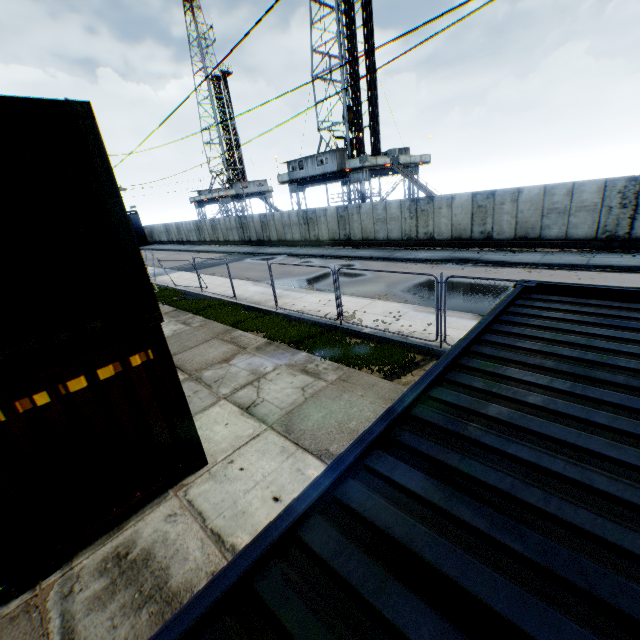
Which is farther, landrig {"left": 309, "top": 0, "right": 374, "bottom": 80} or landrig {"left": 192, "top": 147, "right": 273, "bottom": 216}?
landrig {"left": 192, "top": 147, "right": 273, "bottom": 216}

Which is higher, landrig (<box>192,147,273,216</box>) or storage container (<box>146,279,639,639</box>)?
landrig (<box>192,147,273,216</box>)

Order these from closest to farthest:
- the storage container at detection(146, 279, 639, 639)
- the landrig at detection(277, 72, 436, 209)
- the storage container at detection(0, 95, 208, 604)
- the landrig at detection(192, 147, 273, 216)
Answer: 1. the storage container at detection(146, 279, 639, 639)
2. the storage container at detection(0, 95, 208, 604)
3. the landrig at detection(277, 72, 436, 209)
4. the landrig at detection(192, 147, 273, 216)

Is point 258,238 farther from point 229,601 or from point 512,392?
point 229,601

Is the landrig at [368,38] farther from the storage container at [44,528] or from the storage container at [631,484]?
the storage container at [631,484]

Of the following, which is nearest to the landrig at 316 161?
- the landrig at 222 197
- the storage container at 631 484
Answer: the landrig at 222 197

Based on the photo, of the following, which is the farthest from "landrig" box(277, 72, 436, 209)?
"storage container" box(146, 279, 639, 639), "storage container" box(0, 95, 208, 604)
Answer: "storage container" box(146, 279, 639, 639)
